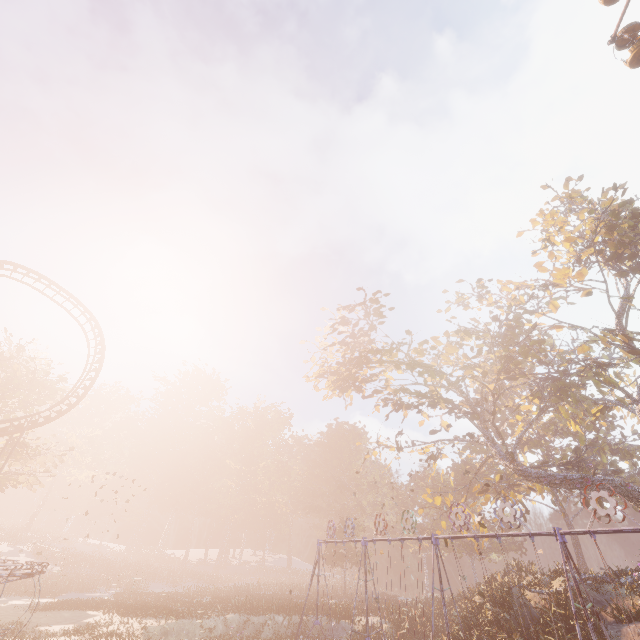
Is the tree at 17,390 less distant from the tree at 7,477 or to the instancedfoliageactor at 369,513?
the tree at 7,477

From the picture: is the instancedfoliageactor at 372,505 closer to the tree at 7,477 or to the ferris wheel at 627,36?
the tree at 7,477

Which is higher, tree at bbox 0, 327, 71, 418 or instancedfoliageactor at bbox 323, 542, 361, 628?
tree at bbox 0, 327, 71, 418

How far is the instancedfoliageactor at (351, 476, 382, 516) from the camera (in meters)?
55.94

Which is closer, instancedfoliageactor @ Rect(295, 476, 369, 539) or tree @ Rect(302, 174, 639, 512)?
tree @ Rect(302, 174, 639, 512)

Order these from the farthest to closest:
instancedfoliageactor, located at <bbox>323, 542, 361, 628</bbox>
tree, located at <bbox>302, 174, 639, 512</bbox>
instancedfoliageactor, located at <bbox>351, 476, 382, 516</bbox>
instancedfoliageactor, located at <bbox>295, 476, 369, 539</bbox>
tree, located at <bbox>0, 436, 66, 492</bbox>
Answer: instancedfoliageactor, located at <bbox>351, 476, 382, 516</bbox>, instancedfoliageactor, located at <bbox>295, 476, 369, 539</bbox>, tree, located at <bbox>0, 436, 66, 492</bbox>, instancedfoliageactor, located at <bbox>323, 542, 361, 628</bbox>, tree, located at <bbox>302, 174, 639, 512</bbox>

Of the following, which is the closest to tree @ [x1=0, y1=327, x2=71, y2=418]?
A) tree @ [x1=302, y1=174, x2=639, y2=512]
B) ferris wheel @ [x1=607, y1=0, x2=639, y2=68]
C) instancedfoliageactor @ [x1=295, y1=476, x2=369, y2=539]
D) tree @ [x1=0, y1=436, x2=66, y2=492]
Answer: tree @ [x1=0, y1=436, x2=66, y2=492]

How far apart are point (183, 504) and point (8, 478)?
33.5 meters
